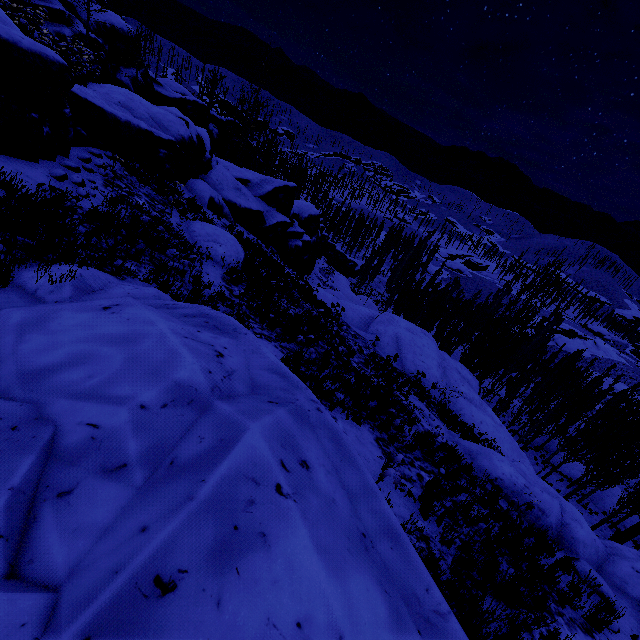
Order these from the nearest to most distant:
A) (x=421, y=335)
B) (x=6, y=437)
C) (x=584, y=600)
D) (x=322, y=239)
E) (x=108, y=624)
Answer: (x=108, y=624), (x=6, y=437), (x=584, y=600), (x=421, y=335), (x=322, y=239)

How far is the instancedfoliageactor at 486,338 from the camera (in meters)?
28.66

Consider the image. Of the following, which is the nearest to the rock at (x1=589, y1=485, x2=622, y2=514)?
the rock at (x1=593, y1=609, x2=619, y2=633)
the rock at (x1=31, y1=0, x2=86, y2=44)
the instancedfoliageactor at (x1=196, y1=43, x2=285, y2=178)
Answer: the instancedfoliageactor at (x1=196, y1=43, x2=285, y2=178)

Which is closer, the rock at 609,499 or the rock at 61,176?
the rock at 61,176

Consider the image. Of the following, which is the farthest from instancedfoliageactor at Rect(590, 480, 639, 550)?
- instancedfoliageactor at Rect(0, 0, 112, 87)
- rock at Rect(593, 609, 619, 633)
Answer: rock at Rect(593, 609, 619, 633)

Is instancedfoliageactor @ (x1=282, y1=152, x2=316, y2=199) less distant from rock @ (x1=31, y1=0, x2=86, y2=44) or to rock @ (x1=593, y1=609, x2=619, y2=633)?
rock @ (x1=31, y1=0, x2=86, y2=44)

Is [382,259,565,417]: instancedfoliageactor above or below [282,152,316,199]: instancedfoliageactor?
below

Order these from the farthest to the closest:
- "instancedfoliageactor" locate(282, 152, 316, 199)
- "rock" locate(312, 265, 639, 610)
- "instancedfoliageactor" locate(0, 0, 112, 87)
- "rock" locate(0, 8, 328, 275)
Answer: "instancedfoliageactor" locate(282, 152, 316, 199)
"instancedfoliageactor" locate(0, 0, 112, 87)
"rock" locate(312, 265, 639, 610)
"rock" locate(0, 8, 328, 275)
